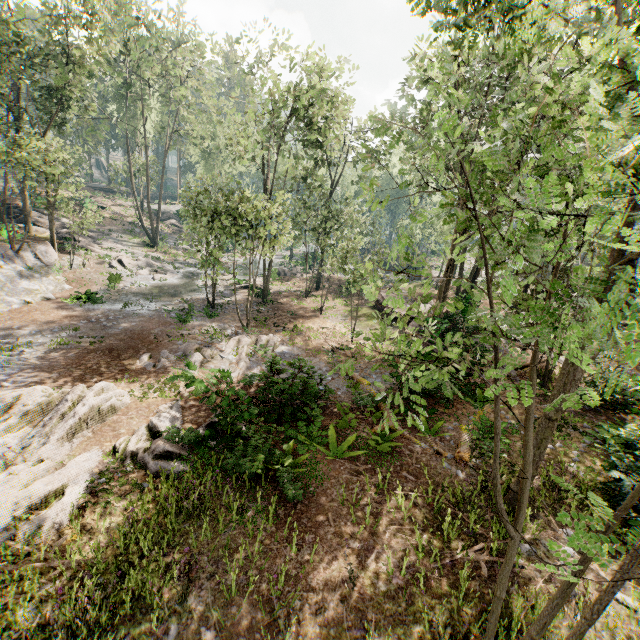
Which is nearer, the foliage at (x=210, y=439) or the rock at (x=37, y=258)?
the foliage at (x=210, y=439)

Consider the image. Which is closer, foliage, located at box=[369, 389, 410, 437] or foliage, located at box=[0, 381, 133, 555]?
foliage, located at box=[369, 389, 410, 437]

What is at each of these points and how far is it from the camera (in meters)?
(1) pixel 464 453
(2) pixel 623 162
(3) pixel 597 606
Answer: (1) foliage, 10.69
(2) foliage, 2.54
(3) foliage, 3.38

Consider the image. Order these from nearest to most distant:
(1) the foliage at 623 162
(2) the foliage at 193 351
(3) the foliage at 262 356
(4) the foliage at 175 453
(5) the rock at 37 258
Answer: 1. (1) the foliage at 623 162
2. (4) the foliage at 175 453
3. (2) the foliage at 193 351
4. (3) the foliage at 262 356
5. (5) the rock at 37 258

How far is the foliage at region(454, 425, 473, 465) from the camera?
10.59m

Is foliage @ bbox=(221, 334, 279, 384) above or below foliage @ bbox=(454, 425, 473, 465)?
below

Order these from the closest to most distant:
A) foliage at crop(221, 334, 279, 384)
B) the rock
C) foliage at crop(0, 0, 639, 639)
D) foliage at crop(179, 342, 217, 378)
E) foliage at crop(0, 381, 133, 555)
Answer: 1. foliage at crop(0, 0, 639, 639)
2. foliage at crop(0, 381, 133, 555)
3. foliage at crop(179, 342, 217, 378)
4. foliage at crop(221, 334, 279, 384)
5. the rock

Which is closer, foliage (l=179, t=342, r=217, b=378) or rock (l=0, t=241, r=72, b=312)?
foliage (l=179, t=342, r=217, b=378)
